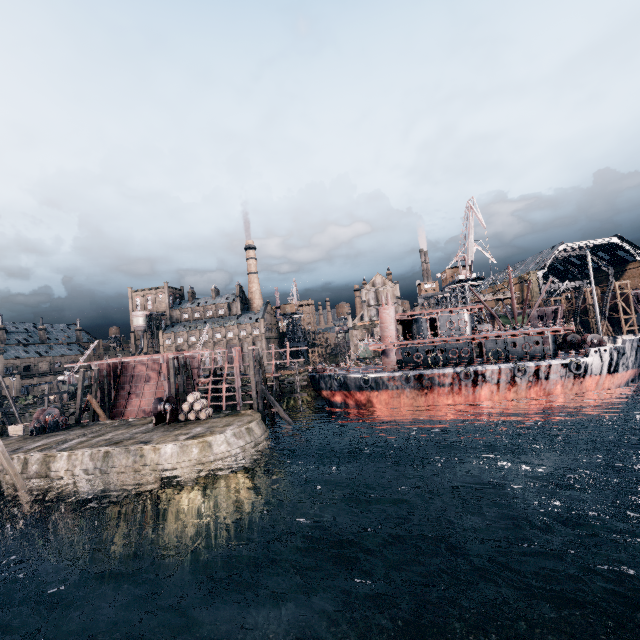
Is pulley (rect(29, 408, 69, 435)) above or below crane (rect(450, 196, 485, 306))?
below

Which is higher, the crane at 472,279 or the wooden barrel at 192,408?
the crane at 472,279

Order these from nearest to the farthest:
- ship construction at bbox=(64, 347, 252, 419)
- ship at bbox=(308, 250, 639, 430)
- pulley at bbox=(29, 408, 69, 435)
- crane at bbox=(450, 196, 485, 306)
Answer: pulley at bbox=(29, 408, 69, 435)
ship at bbox=(308, 250, 639, 430)
ship construction at bbox=(64, 347, 252, 419)
crane at bbox=(450, 196, 485, 306)

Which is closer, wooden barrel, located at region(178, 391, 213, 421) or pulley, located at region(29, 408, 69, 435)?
wooden barrel, located at region(178, 391, 213, 421)

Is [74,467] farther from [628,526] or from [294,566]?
[628,526]

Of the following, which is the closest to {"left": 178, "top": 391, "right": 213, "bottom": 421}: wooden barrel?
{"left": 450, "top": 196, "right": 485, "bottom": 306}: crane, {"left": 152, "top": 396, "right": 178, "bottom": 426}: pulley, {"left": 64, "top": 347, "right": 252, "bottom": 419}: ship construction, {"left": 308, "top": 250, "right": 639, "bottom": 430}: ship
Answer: {"left": 152, "top": 396, "right": 178, "bottom": 426}: pulley

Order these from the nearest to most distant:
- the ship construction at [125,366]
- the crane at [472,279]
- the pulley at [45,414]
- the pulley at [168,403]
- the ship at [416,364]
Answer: the pulley at [168,403], the pulley at [45,414], the ship at [416,364], the ship construction at [125,366], the crane at [472,279]

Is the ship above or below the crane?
below
